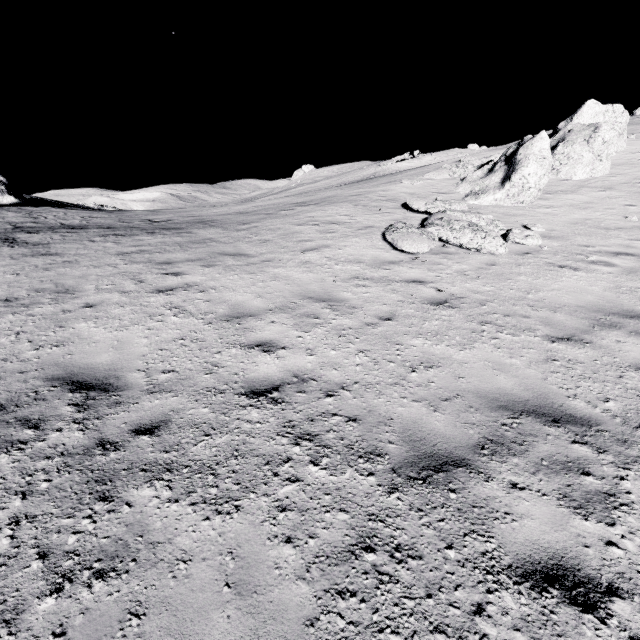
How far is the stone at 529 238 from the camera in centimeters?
915cm

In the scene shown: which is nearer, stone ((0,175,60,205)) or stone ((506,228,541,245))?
stone ((506,228,541,245))

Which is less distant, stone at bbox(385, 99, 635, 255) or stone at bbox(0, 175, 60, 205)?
stone at bbox(385, 99, 635, 255)

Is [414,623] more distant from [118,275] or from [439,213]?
[439,213]

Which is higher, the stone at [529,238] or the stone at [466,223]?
the stone at [466,223]

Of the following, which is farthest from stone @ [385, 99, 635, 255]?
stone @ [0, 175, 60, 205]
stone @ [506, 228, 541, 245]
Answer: stone @ [0, 175, 60, 205]

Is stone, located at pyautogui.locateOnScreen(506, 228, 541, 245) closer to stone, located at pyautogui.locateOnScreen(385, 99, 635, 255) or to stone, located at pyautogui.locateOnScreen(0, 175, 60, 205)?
stone, located at pyautogui.locateOnScreen(385, 99, 635, 255)

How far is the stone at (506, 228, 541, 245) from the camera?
9.1 meters
